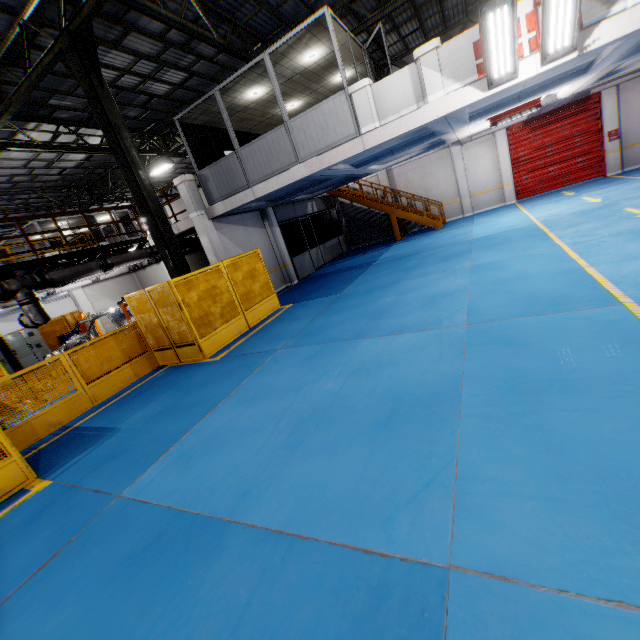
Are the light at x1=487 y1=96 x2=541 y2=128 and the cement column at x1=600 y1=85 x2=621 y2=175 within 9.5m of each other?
yes

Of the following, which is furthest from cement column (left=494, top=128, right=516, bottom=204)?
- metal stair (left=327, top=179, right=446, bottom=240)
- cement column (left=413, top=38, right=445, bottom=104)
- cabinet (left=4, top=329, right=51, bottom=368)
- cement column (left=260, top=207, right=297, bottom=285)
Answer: cabinet (left=4, top=329, right=51, bottom=368)

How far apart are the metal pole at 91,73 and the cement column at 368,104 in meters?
5.6 m

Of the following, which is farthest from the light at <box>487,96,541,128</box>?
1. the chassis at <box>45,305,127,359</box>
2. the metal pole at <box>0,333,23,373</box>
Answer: the metal pole at <box>0,333,23,373</box>

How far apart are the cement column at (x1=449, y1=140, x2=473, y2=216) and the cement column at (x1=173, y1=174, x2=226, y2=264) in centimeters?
1391cm

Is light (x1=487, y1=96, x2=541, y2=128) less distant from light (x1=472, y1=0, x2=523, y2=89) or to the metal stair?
the metal stair

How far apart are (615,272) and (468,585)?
5.9 meters

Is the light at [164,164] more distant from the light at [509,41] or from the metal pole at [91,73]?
the light at [509,41]
